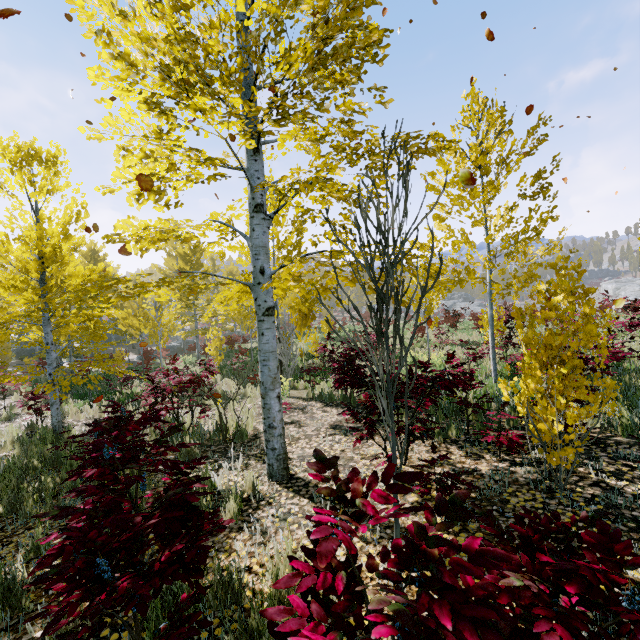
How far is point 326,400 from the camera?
8.6 meters
